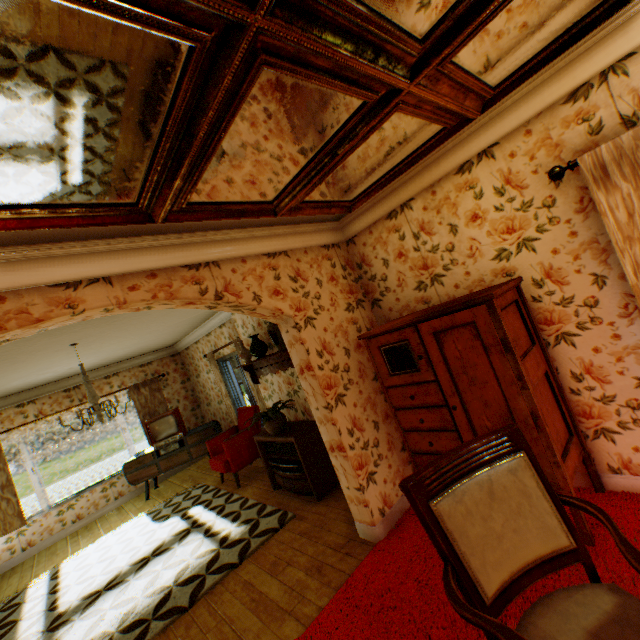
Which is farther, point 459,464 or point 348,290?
point 348,290

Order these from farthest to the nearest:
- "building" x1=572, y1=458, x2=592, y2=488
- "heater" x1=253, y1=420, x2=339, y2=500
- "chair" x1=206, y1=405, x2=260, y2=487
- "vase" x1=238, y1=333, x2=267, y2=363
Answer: "chair" x1=206, y1=405, x2=260, y2=487
"vase" x1=238, y1=333, x2=267, y2=363
"heater" x1=253, y1=420, x2=339, y2=500
"building" x1=572, y1=458, x2=592, y2=488

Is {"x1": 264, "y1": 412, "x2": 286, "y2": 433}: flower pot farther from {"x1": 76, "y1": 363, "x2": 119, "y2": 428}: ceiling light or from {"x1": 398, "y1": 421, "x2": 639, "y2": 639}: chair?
{"x1": 398, "y1": 421, "x2": 639, "y2": 639}: chair

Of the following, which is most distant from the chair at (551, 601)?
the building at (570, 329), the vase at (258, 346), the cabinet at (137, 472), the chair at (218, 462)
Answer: the cabinet at (137, 472)

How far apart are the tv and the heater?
3.1 meters

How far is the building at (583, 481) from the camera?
2.7 meters

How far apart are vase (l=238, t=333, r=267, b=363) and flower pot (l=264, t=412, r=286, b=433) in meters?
0.9 m

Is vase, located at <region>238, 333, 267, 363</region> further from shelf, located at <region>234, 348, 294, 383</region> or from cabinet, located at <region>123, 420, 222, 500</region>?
cabinet, located at <region>123, 420, 222, 500</region>
